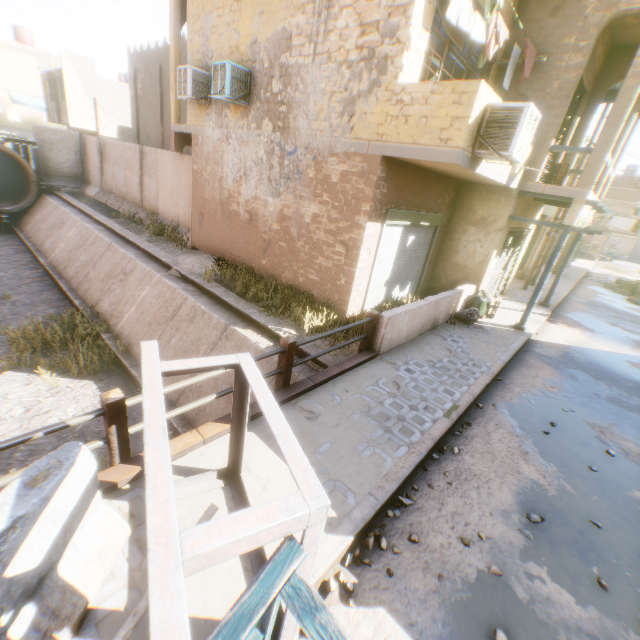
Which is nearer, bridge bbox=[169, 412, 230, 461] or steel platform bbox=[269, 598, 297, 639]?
steel platform bbox=[269, 598, 297, 639]

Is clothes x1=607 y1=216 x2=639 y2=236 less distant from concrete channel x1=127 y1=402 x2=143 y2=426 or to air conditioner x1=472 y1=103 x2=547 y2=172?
air conditioner x1=472 y1=103 x2=547 y2=172

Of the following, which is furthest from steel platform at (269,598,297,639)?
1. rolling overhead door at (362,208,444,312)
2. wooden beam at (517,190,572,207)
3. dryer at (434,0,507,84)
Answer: dryer at (434,0,507,84)

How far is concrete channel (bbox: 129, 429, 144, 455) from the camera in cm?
723

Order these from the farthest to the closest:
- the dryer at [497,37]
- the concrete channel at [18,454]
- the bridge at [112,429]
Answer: the concrete channel at [18,454] → the dryer at [497,37] → the bridge at [112,429]

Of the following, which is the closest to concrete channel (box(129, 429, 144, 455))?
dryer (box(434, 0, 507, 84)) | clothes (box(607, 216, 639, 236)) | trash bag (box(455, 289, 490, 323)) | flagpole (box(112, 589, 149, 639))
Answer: flagpole (box(112, 589, 149, 639))

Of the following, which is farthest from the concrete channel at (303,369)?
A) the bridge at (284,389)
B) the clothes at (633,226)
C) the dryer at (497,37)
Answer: the clothes at (633,226)

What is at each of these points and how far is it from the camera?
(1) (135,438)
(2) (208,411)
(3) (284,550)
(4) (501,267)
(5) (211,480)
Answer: (1) concrete channel, 7.5m
(2) concrete channel, 7.6m
(3) awning frame, 1.8m
(4) wooden gate, 12.0m
(5) steel platform, 3.5m
